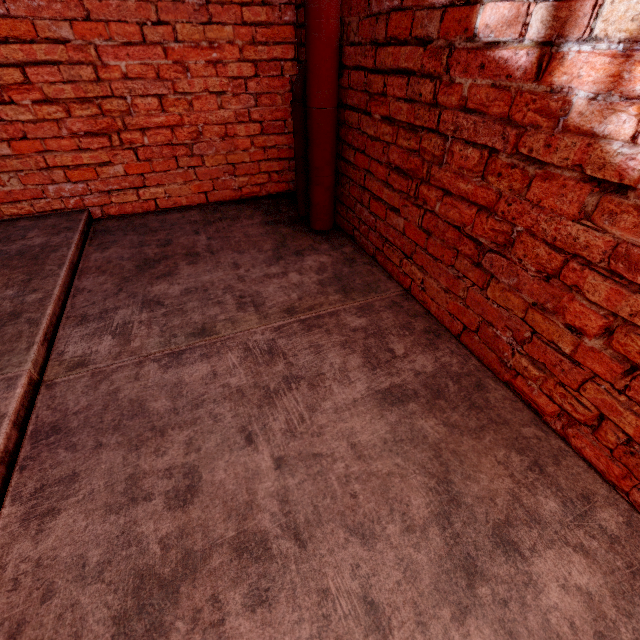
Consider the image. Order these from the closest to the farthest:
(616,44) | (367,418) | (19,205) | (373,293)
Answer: (616,44)
(367,418)
(373,293)
(19,205)
